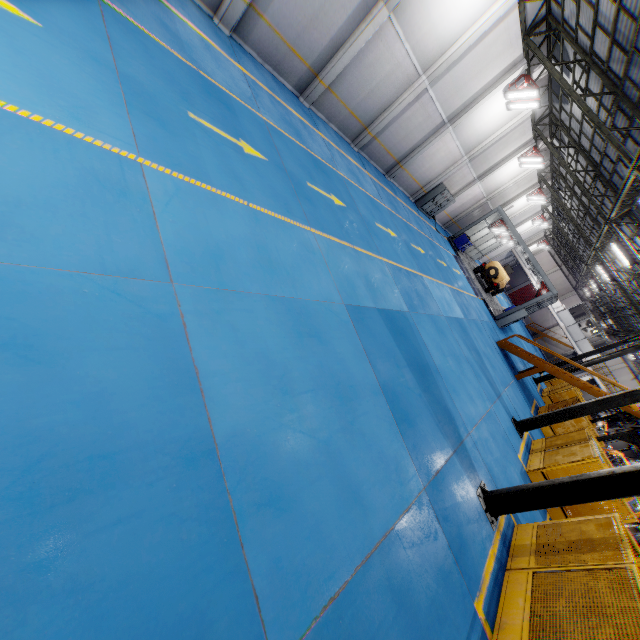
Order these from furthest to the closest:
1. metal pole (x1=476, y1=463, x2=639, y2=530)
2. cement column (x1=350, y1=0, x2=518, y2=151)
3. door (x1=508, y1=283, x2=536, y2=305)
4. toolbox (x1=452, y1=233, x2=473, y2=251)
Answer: door (x1=508, y1=283, x2=536, y2=305) → toolbox (x1=452, y1=233, x2=473, y2=251) → cement column (x1=350, y1=0, x2=518, y2=151) → metal pole (x1=476, y1=463, x2=639, y2=530)

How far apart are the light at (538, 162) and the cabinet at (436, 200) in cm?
479

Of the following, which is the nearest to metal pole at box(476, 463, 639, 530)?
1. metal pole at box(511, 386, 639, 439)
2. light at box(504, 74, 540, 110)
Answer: metal pole at box(511, 386, 639, 439)

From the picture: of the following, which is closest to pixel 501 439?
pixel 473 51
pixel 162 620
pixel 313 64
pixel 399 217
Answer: pixel 399 217

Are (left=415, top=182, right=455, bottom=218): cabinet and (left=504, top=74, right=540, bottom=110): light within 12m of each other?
yes

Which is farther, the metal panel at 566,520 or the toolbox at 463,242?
the toolbox at 463,242

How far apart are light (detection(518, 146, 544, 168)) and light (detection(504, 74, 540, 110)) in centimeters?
699cm

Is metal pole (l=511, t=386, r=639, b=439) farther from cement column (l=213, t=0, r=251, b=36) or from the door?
the door
